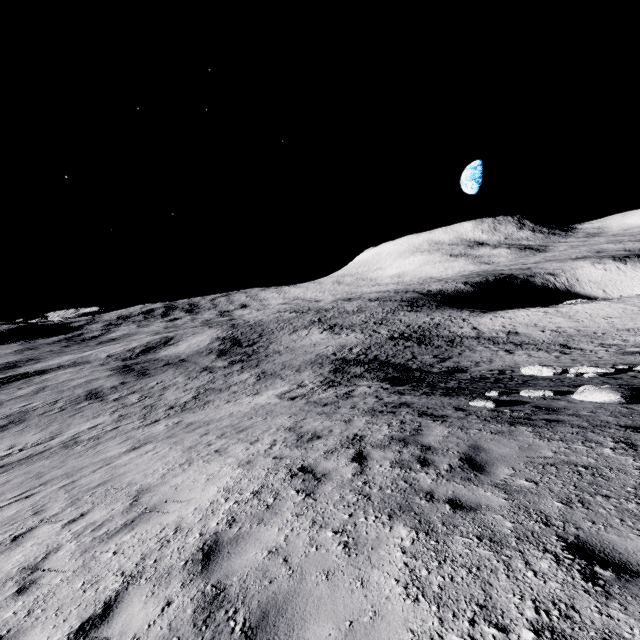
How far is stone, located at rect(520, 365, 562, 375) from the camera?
15.23m

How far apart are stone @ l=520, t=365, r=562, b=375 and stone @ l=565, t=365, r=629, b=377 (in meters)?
0.80

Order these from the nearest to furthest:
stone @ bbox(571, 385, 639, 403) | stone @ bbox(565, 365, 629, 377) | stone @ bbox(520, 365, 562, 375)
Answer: stone @ bbox(571, 385, 639, 403) < stone @ bbox(565, 365, 629, 377) < stone @ bbox(520, 365, 562, 375)

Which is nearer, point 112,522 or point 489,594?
point 489,594

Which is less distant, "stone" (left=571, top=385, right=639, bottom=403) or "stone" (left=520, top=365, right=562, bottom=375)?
"stone" (left=571, top=385, right=639, bottom=403)

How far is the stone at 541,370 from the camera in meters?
15.2

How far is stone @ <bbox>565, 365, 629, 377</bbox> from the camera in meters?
12.7

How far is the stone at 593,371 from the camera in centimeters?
1272cm
